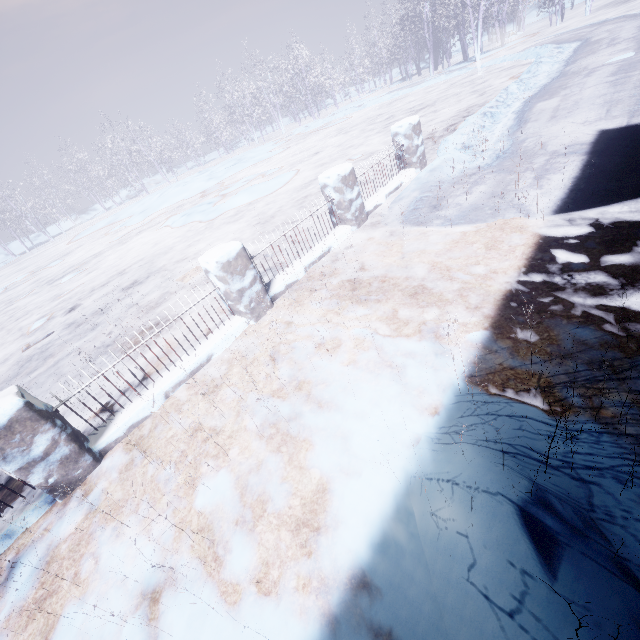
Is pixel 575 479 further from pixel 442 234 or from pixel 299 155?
pixel 299 155
